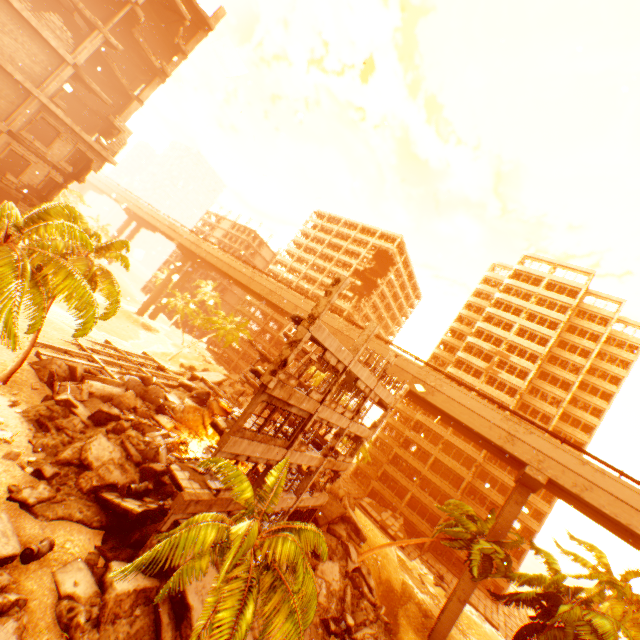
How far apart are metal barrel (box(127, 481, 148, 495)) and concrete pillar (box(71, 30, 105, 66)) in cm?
2693

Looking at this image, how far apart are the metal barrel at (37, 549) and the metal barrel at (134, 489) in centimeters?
394cm

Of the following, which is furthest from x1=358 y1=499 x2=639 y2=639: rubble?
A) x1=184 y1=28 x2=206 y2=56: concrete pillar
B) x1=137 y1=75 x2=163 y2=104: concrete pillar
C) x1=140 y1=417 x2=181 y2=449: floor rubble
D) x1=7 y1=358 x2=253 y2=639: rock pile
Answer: x1=184 y1=28 x2=206 y2=56: concrete pillar

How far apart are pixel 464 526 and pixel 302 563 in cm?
2181

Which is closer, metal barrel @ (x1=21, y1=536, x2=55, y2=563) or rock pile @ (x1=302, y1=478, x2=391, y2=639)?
metal barrel @ (x1=21, y1=536, x2=55, y2=563)

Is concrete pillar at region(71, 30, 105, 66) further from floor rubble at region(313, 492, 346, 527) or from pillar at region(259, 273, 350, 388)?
floor rubble at region(313, 492, 346, 527)

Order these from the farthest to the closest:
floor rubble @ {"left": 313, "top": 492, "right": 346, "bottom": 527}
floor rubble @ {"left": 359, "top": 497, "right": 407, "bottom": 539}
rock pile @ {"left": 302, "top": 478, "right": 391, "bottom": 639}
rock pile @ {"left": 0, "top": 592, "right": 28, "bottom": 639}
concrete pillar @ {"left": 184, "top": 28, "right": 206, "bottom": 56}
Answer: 1. floor rubble @ {"left": 359, "top": 497, "right": 407, "bottom": 539}
2. concrete pillar @ {"left": 184, "top": 28, "right": 206, "bottom": 56}
3. floor rubble @ {"left": 313, "top": 492, "right": 346, "bottom": 527}
4. rock pile @ {"left": 302, "top": 478, "right": 391, "bottom": 639}
5. rock pile @ {"left": 0, "top": 592, "right": 28, "bottom": 639}

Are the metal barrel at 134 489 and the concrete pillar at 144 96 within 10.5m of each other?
no
